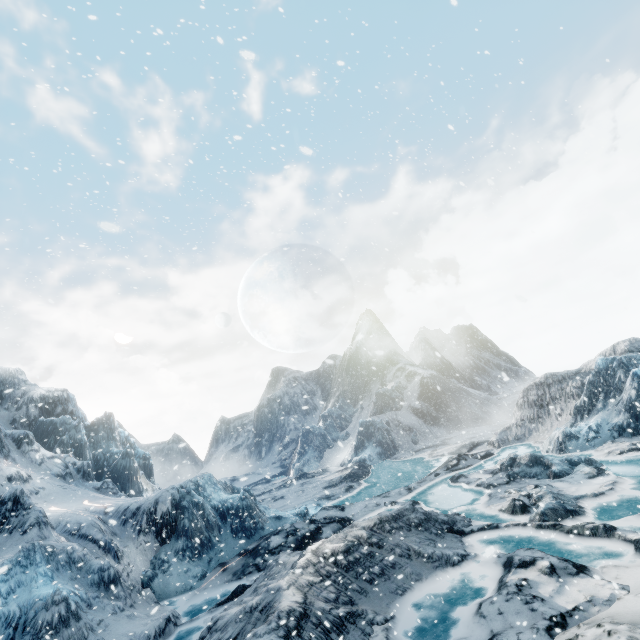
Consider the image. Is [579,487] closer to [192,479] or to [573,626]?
[573,626]
